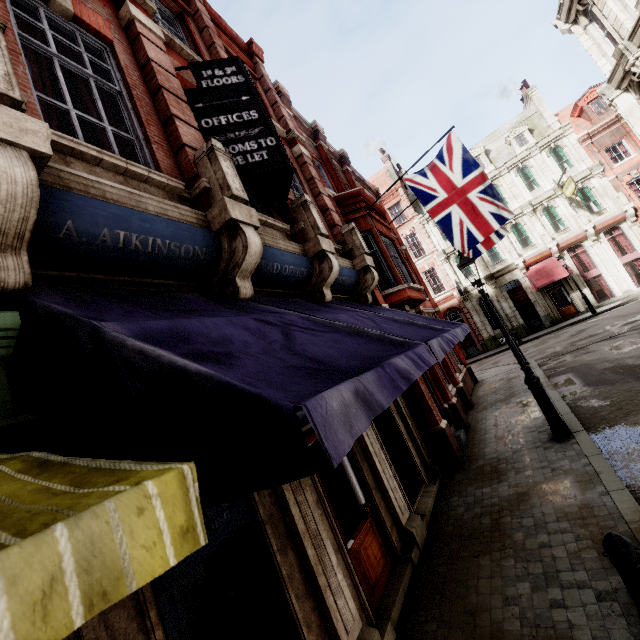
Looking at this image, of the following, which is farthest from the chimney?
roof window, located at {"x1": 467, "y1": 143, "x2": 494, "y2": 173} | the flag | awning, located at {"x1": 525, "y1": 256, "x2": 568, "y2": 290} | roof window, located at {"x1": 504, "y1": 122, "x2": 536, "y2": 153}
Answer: the flag

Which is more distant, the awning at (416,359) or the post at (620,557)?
the post at (620,557)

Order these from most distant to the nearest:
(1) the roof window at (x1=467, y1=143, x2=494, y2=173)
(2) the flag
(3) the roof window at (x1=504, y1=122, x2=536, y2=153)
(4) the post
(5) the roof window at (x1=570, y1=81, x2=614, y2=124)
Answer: (1) the roof window at (x1=467, y1=143, x2=494, y2=173), (3) the roof window at (x1=504, y1=122, x2=536, y2=153), (5) the roof window at (x1=570, y1=81, x2=614, y2=124), (2) the flag, (4) the post

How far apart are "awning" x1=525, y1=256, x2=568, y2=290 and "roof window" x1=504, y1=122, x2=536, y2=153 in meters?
9.4 m

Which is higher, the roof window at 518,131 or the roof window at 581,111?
the roof window at 518,131

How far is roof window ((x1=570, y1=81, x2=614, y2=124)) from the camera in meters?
25.5

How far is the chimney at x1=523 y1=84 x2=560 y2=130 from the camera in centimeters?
2696cm

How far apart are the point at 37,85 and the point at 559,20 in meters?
21.2
